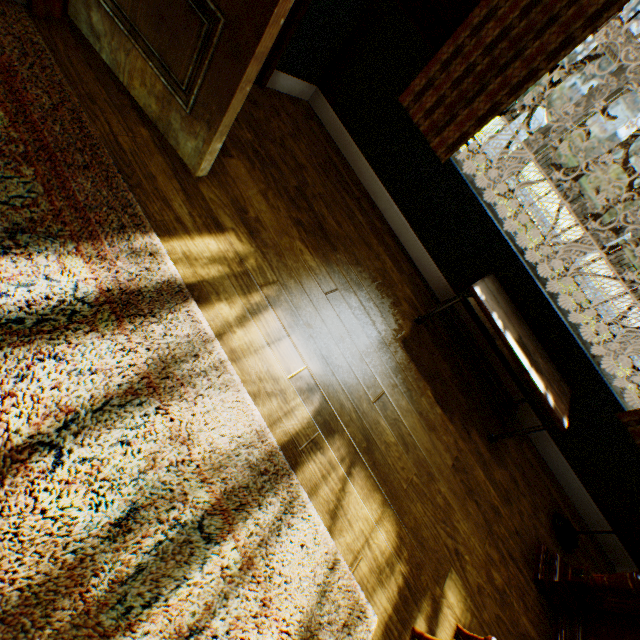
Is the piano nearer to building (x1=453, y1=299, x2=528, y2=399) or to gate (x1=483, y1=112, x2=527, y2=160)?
building (x1=453, y1=299, x2=528, y2=399)

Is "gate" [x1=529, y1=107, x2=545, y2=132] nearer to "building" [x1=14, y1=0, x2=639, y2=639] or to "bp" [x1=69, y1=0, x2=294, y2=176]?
"building" [x1=14, y1=0, x2=639, y2=639]

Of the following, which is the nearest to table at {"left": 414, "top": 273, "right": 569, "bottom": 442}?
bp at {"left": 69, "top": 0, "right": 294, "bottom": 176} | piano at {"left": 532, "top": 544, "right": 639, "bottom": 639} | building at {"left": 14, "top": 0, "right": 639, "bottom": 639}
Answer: building at {"left": 14, "top": 0, "right": 639, "bottom": 639}

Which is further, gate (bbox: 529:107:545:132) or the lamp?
gate (bbox: 529:107:545:132)

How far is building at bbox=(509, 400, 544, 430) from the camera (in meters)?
2.98

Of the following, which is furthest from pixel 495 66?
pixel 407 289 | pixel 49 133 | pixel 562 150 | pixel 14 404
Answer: pixel 562 150

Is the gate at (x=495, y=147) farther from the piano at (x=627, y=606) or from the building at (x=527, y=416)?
the piano at (x=627, y=606)

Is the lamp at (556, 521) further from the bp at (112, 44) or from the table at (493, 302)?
the bp at (112, 44)
